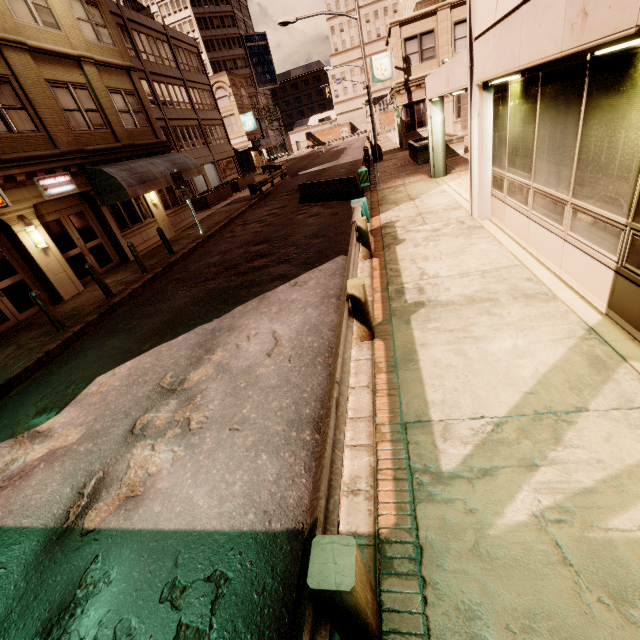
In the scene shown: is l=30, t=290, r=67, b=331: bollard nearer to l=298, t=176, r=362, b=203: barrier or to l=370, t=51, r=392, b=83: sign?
l=298, t=176, r=362, b=203: barrier

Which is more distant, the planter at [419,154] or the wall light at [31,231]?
the planter at [419,154]

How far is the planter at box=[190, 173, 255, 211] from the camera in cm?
2489

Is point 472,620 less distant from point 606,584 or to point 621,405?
point 606,584

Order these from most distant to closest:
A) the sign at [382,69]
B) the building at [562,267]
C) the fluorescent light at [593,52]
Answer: the sign at [382,69] → the building at [562,267] → the fluorescent light at [593,52]

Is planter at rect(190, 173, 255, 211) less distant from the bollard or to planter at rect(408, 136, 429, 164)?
planter at rect(408, 136, 429, 164)

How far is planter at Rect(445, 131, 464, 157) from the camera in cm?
1761

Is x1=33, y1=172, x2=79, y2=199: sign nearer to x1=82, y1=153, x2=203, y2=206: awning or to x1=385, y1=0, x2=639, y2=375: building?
x1=82, y1=153, x2=203, y2=206: awning
